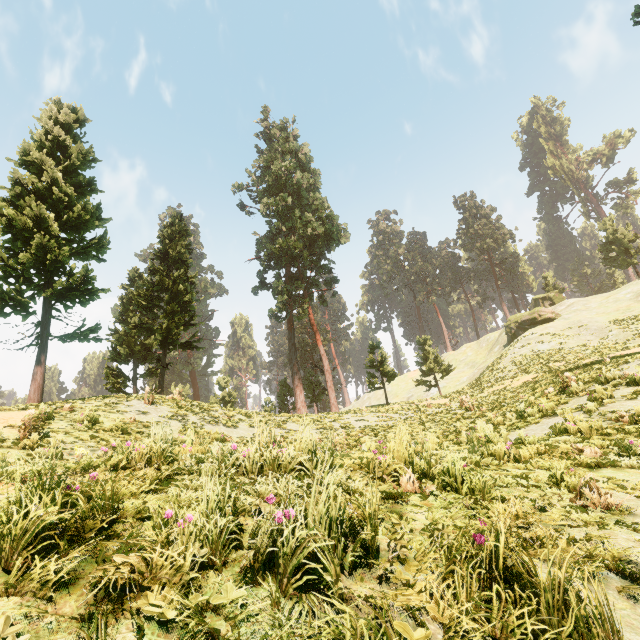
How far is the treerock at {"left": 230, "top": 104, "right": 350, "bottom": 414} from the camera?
35.3m

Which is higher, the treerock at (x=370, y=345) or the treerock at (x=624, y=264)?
the treerock at (x=624, y=264)

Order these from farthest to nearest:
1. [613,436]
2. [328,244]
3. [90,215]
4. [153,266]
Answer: [328,244] < [153,266] < [90,215] < [613,436]

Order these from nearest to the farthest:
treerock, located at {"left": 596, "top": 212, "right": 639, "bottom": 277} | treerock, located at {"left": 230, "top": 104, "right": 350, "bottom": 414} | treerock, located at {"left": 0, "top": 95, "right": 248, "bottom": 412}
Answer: treerock, located at {"left": 0, "top": 95, "right": 248, "bottom": 412}, treerock, located at {"left": 230, "top": 104, "right": 350, "bottom": 414}, treerock, located at {"left": 596, "top": 212, "right": 639, "bottom": 277}

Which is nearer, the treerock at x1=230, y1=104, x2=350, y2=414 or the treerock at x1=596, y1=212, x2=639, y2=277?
the treerock at x1=230, y1=104, x2=350, y2=414

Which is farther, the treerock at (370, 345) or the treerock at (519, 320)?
the treerock at (519, 320)
